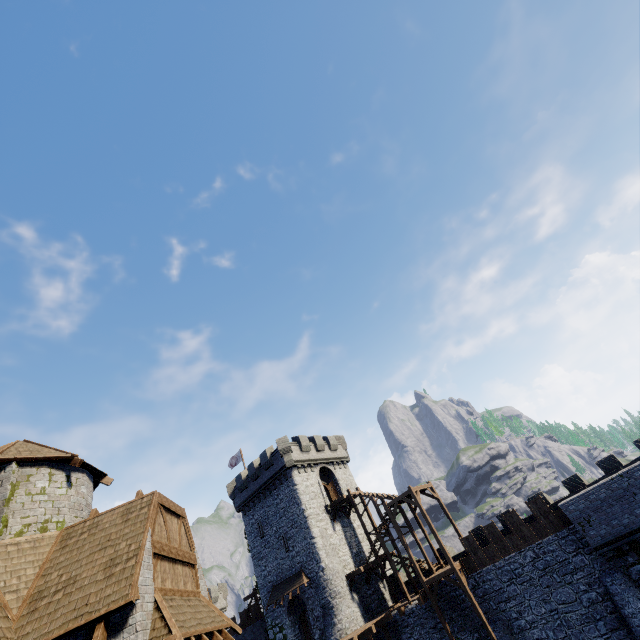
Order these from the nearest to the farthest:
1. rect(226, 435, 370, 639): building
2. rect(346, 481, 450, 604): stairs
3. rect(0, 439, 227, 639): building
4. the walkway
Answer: rect(0, 439, 227, 639): building
the walkway
rect(346, 481, 450, 604): stairs
rect(226, 435, 370, 639): building

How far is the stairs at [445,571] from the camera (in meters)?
22.86

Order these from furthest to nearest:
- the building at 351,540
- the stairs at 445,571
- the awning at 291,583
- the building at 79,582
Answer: the building at 351,540, the awning at 291,583, the stairs at 445,571, the building at 79,582

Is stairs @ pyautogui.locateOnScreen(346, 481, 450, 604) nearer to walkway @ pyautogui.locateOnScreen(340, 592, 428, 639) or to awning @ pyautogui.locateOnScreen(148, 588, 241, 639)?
walkway @ pyautogui.locateOnScreen(340, 592, 428, 639)

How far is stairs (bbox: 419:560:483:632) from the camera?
22.9 meters

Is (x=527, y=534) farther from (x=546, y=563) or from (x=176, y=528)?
(x=176, y=528)

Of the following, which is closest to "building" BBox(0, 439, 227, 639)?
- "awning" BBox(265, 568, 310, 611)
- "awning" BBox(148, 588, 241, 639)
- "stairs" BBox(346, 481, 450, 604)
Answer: "awning" BBox(148, 588, 241, 639)

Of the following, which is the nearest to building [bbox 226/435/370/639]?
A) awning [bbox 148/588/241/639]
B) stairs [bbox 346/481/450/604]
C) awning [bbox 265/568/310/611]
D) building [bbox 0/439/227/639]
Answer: awning [bbox 265/568/310/611]
